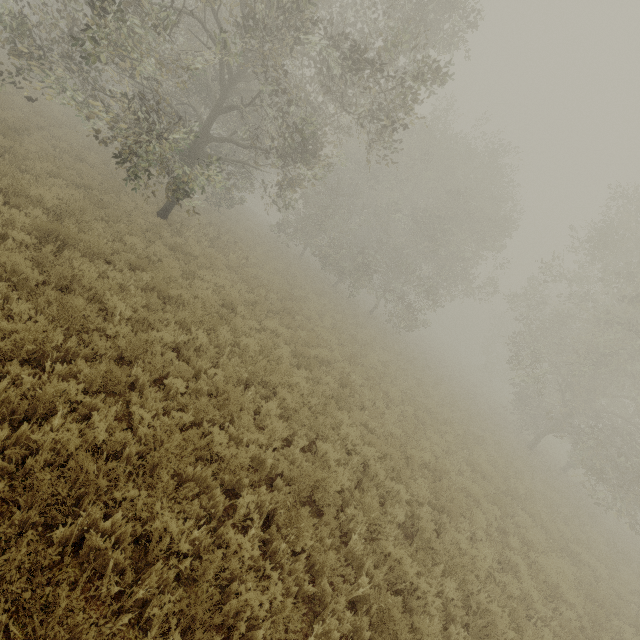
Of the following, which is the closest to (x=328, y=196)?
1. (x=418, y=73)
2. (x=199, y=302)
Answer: (x=418, y=73)
